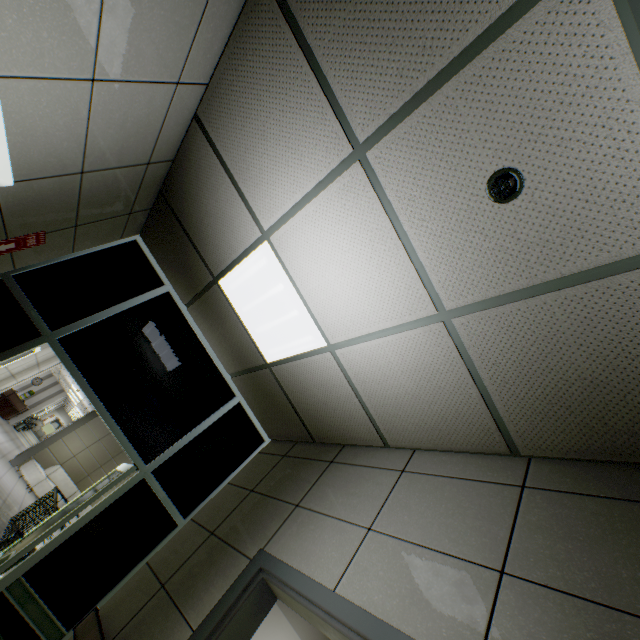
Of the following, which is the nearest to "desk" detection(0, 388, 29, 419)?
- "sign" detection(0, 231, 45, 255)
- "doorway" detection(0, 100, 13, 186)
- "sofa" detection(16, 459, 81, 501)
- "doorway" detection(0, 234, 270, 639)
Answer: "sofa" detection(16, 459, 81, 501)

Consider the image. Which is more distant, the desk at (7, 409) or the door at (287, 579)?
the desk at (7, 409)

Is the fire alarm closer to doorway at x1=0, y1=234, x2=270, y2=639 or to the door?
the door

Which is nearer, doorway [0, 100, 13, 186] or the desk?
doorway [0, 100, 13, 186]

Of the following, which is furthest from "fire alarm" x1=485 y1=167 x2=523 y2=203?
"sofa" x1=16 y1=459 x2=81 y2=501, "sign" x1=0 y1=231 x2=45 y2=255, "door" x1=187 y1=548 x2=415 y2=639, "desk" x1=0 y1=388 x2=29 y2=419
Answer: "desk" x1=0 y1=388 x2=29 y2=419

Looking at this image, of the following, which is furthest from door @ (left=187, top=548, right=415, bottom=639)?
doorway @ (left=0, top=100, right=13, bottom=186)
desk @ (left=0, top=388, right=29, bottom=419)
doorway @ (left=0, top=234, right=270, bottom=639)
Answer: desk @ (left=0, top=388, right=29, bottom=419)

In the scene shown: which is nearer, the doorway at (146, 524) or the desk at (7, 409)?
the doorway at (146, 524)

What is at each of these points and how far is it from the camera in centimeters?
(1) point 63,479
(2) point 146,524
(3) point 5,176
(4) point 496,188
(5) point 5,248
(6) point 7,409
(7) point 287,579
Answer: (1) sofa, 1298cm
(2) doorway, 316cm
(3) doorway, 190cm
(4) fire alarm, 131cm
(5) sign, 260cm
(6) desk, 1888cm
(7) door, 199cm
